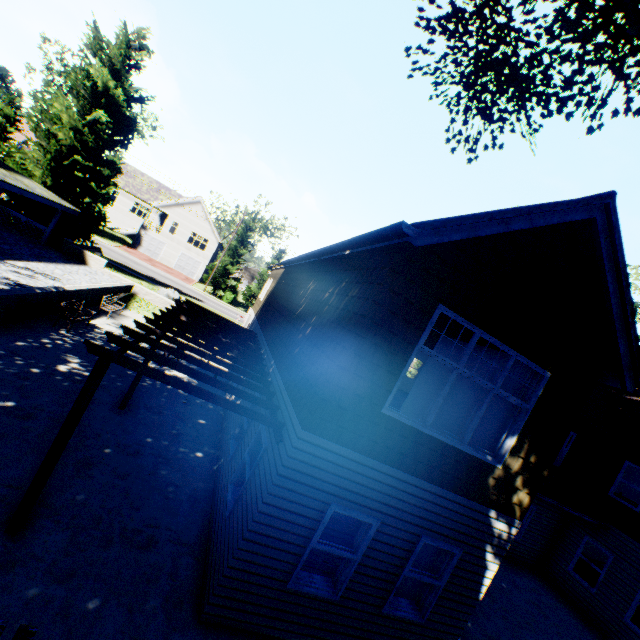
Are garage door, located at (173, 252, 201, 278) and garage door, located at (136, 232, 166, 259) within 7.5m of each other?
yes

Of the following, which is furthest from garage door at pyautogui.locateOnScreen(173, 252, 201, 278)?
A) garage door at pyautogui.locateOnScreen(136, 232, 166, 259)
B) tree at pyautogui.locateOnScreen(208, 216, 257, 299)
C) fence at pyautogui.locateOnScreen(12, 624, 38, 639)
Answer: fence at pyautogui.locateOnScreen(12, 624, 38, 639)

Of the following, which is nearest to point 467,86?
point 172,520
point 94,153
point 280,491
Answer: point 280,491

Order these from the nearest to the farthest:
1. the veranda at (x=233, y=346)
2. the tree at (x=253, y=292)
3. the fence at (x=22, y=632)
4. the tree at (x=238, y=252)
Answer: the fence at (x=22, y=632)
the veranda at (x=233, y=346)
the tree at (x=238, y=252)
the tree at (x=253, y=292)

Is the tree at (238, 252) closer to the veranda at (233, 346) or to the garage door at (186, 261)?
the garage door at (186, 261)

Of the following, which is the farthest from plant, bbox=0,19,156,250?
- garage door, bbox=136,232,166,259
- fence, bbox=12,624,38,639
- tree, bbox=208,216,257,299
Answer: garage door, bbox=136,232,166,259

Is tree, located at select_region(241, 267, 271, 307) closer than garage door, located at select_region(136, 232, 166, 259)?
Yes

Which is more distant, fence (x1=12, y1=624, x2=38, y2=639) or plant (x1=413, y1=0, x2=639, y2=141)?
plant (x1=413, y1=0, x2=639, y2=141)
